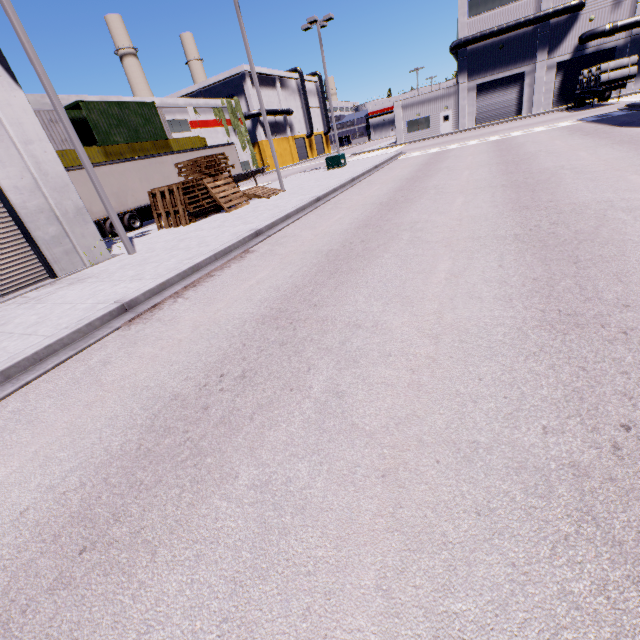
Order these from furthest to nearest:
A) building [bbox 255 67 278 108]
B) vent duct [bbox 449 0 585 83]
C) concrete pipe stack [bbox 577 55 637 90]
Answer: building [bbox 255 67 278 108] < vent duct [bbox 449 0 585 83] < concrete pipe stack [bbox 577 55 637 90]

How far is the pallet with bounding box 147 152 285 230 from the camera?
14.9 meters

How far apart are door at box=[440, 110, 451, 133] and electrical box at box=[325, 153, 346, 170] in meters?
23.4

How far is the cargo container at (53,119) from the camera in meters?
20.7

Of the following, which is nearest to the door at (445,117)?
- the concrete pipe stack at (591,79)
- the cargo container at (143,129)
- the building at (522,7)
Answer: the building at (522,7)

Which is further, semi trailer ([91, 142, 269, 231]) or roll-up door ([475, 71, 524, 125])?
roll-up door ([475, 71, 524, 125])

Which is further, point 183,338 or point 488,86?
point 488,86

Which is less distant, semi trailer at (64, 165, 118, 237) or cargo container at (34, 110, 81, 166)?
semi trailer at (64, 165, 118, 237)
